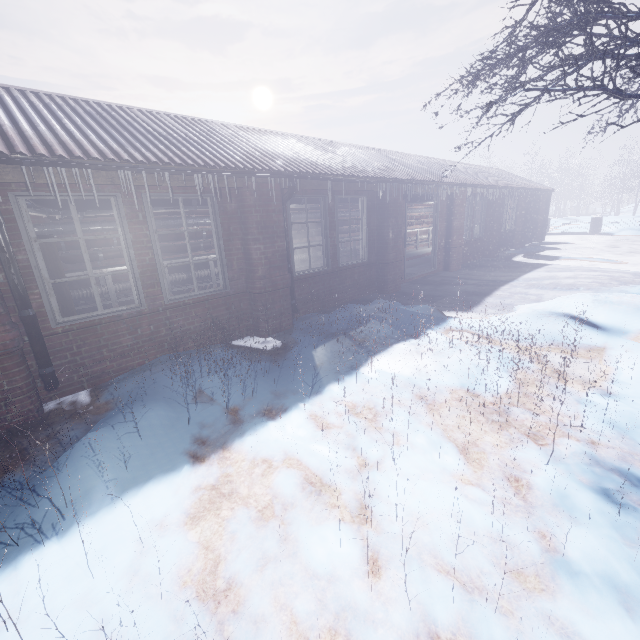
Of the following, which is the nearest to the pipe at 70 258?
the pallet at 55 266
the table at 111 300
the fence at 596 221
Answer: the table at 111 300

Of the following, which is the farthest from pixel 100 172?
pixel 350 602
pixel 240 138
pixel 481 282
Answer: pixel 481 282

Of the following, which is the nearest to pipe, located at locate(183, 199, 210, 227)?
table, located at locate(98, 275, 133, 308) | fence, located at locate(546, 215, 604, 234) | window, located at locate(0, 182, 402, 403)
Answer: window, located at locate(0, 182, 402, 403)

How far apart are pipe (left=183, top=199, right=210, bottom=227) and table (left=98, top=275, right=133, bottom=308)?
0.9m

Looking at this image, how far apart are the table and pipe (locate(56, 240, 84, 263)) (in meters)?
0.10

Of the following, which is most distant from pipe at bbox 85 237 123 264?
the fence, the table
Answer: the fence

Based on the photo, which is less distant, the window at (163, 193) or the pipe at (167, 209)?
the window at (163, 193)

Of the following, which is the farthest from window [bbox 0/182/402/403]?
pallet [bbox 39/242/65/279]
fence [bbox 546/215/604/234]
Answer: fence [bbox 546/215/604/234]
